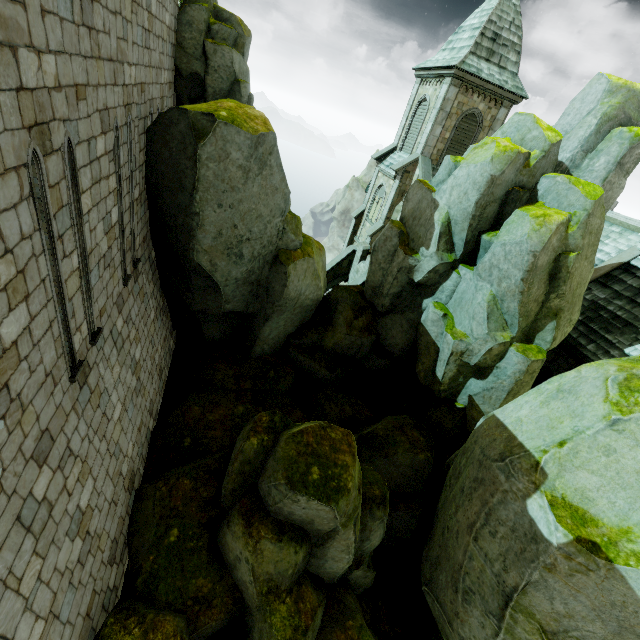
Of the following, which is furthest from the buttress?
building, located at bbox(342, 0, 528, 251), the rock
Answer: the rock

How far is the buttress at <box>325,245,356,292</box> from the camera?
25.2m

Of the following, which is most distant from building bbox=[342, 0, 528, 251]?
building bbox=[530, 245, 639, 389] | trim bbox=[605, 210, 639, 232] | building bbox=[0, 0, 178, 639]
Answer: building bbox=[0, 0, 178, 639]

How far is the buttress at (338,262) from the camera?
25.2 meters

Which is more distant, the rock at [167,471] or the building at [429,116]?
the building at [429,116]

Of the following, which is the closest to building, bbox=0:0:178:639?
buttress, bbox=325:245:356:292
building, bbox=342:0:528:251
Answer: buttress, bbox=325:245:356:292

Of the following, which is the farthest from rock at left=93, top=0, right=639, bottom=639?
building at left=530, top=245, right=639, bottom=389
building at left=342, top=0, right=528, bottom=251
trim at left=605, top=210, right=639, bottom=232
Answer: trim at left=605, top=210, right=639, bottom=232

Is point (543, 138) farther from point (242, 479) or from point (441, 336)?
point (242, 479)
